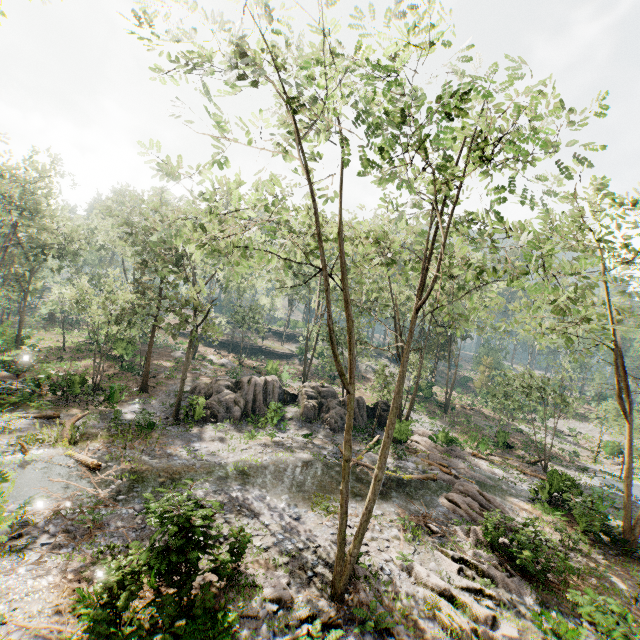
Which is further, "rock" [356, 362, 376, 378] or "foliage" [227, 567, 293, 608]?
"rock" [356, 362, 376, 378]

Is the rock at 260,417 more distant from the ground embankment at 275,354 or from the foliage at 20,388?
the ground embankment at 275,354

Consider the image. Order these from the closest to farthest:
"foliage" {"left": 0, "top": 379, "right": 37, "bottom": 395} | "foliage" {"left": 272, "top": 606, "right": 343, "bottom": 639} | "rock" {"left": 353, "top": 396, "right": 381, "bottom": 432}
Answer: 1. "foliage" {"left": 272, "top": 606, "right": 343, "bottom": 639}
2. "foliage" {"left": 0, "top": 379, "right": 37, "bottom": 395}
3. "rock" {"left": 353, "top": 396, "right": 381, "bottom": 432}

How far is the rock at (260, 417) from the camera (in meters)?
23.88

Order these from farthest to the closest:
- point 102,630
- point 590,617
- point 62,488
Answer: point 62,488 → point 590,617 → point 102,630

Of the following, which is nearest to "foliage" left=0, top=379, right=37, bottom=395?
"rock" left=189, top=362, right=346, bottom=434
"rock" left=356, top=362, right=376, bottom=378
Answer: "rock" left=356, top=362, right=376, bottom=378

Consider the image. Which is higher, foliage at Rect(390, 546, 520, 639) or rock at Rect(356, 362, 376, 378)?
rock at Rect(356, 362, 376, 378)
